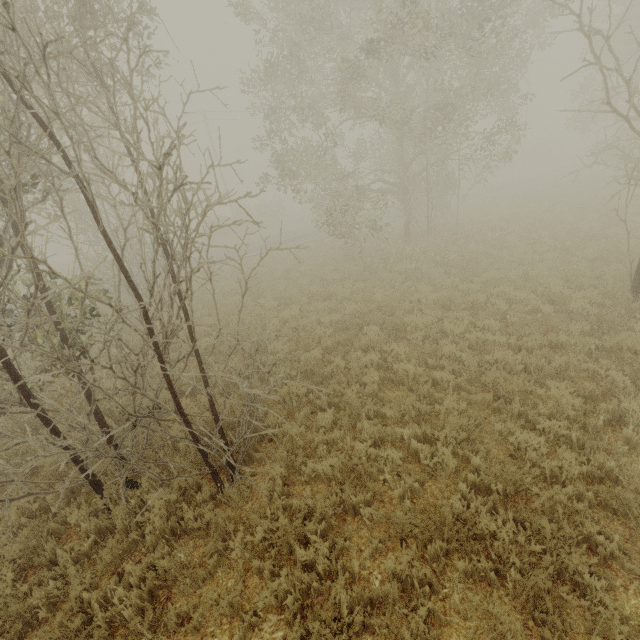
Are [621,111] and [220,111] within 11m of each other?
no
